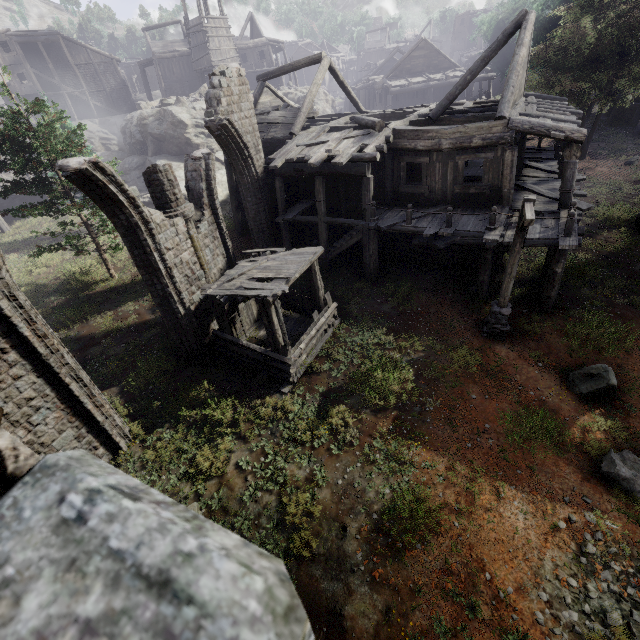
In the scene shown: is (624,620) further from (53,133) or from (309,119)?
(309,119)

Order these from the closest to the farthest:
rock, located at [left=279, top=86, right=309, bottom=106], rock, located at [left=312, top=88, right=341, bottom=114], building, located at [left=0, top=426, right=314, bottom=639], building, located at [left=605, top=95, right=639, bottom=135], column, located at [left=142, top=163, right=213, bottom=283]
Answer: building, located at [left=0, top=426, right=314, bottom=639] → column, located at [left=142, top=163, right=213, bottom=283] → building, located at [left=605, top=95, right=639, bottom=135] → rock, located at [left=279, top=86, right=309, bottom=106] → rock, located at [left=312, top=88, right=341, bottom=114]

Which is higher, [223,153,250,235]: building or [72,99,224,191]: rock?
[72,99,224,191]: rock

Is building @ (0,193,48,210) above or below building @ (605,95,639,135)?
above

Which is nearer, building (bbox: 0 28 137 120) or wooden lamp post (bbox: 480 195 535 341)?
wooden lamp post (bbox: 480 195 535 341)

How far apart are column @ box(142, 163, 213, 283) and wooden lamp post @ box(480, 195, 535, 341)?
10.0 meters

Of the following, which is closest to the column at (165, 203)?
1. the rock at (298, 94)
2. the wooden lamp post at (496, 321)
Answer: the wooden lamp post at (496, 321)

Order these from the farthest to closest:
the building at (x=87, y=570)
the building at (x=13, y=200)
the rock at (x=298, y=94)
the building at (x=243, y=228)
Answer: the rock at (x=298, y=94) < the building at (x=13, y=200) < the building at (x=243, y=228) < the building at (x=87, y=570)
